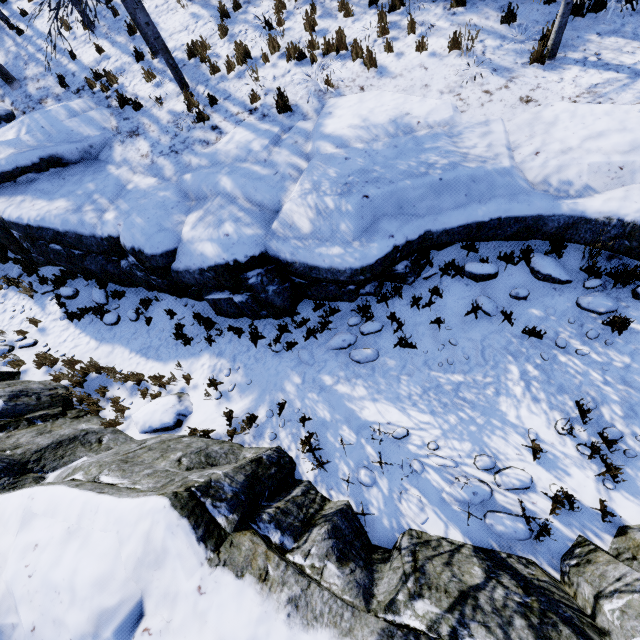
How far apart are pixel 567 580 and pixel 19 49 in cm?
1984

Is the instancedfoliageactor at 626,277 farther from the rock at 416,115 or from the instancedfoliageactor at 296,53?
the instancedfoliageactor at 296,53

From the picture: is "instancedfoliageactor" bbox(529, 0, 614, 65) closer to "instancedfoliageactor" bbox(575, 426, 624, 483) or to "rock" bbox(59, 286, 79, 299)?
"rock" bbox(59, 286, 79, 299)

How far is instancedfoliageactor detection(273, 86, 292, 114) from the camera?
7.2 meters

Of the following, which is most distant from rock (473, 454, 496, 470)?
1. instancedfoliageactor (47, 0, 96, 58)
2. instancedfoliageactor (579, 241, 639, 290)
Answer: instancedfoliageactor (47, 0, 96, 58)

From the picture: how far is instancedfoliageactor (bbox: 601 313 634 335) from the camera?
4.7m
